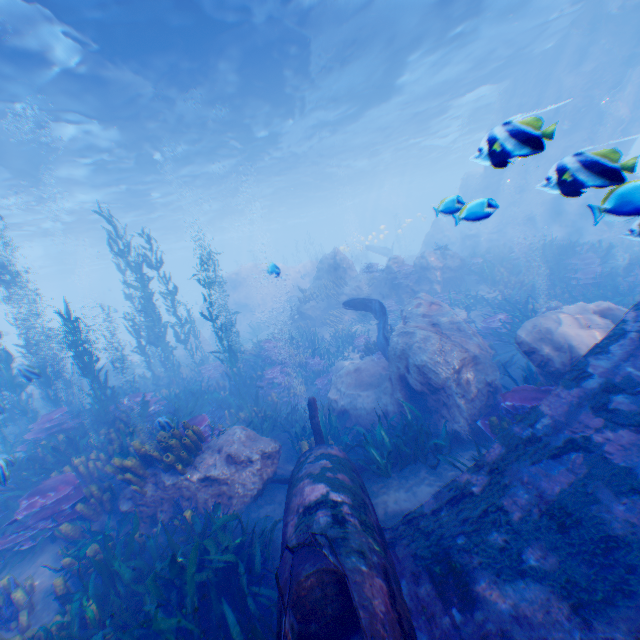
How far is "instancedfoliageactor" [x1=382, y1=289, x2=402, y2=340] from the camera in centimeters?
1284cm

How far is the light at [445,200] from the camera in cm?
515

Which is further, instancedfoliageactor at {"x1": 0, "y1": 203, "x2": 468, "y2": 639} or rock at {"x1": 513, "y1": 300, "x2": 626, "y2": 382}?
rock at {"x1": 513, "y1": 300, "x2": 626, "y2": 382}

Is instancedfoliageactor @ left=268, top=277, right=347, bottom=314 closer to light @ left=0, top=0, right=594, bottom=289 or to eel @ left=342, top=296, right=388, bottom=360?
eel @ left=342, top=296, right=388, bottom=360

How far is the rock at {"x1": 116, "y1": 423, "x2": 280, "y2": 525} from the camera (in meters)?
6.35

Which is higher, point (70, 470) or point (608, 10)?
point (608, 10)

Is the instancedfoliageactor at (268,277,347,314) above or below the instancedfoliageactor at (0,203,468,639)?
above

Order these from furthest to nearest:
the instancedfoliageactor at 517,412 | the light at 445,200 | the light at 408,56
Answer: the light at 408,56 < the instancedfoliageactor at 517,412 < the light at 445,200
